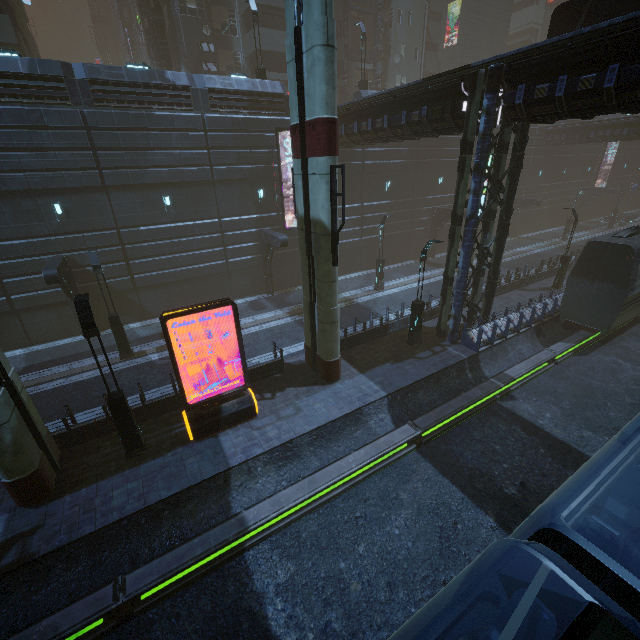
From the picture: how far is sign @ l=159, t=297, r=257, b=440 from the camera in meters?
10.2 m

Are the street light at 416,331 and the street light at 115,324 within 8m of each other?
no

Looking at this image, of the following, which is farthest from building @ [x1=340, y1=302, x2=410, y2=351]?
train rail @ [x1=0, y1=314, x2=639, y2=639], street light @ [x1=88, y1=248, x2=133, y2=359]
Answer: street light @ [x1=88, y1=248, x2=133, y2=359]

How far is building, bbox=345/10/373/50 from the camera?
33.5m

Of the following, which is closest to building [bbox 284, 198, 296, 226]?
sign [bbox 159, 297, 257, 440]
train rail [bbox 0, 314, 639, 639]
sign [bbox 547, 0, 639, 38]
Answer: train rail [bbox 0, 314, 639, 639]

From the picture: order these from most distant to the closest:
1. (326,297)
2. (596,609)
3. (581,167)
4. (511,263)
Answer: (581,167) → (511,263) → (326,297) → (596,609)

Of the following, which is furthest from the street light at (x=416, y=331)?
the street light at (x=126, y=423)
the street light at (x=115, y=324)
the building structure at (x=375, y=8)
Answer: the building structure at (x=375, y=8)

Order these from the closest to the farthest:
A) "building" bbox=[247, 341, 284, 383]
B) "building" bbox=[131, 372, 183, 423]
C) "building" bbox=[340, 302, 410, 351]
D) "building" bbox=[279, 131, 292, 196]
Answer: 1. "building" bbox=[131, 372, 183, 423]
2. "building" bbox=[247, 341, 284, 383]
3. "building" bbox=[340, 302, 410, 351]
4. "building" bbox=[279, 131, 292, 196]
